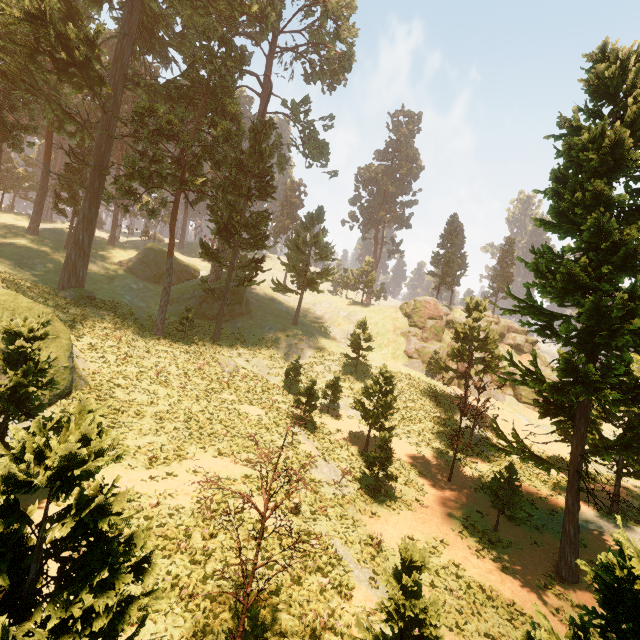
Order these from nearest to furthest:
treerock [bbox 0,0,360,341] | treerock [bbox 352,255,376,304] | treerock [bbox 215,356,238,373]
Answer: treerock [bbox 0,0,360,341] < treerock [bbox 215,356,238,373] < treerock [bbox 352,255,376,304]

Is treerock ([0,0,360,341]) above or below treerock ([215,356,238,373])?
above

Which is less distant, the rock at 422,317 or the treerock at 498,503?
the treerock at 498,503

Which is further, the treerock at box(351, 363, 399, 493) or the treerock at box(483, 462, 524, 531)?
the treerock at box(351, 363, 399, 493)

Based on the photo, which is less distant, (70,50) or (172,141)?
(70,50)

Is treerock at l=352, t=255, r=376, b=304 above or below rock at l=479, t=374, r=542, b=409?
above

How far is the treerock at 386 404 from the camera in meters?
17.8
